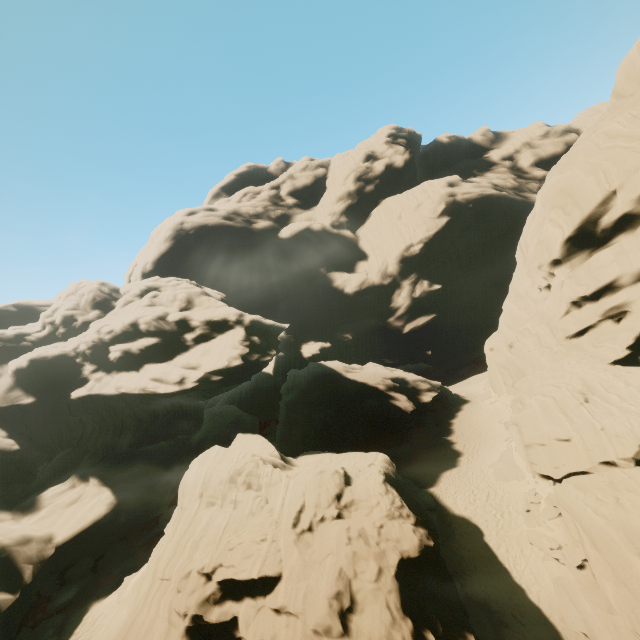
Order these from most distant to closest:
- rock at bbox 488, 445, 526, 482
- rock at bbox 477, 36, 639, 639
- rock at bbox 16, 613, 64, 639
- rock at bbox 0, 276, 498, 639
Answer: rock at bbox 488, 445, 526, 482, rock at bbox 16, 613, 64, 639, rock at bbox 477, 36, 639, 639, rock at bbox 0, 276, 498, 639

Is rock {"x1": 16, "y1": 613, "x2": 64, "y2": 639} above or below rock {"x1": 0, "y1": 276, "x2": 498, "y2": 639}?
below

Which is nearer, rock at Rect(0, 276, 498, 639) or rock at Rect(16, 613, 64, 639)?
rock at Rect(0, 276, 498, 639)

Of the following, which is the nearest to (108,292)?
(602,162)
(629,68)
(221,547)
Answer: (221,547)

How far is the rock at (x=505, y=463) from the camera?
22.8m

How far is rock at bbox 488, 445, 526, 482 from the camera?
22.80m

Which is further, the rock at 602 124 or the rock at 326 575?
the rock at 602 124
